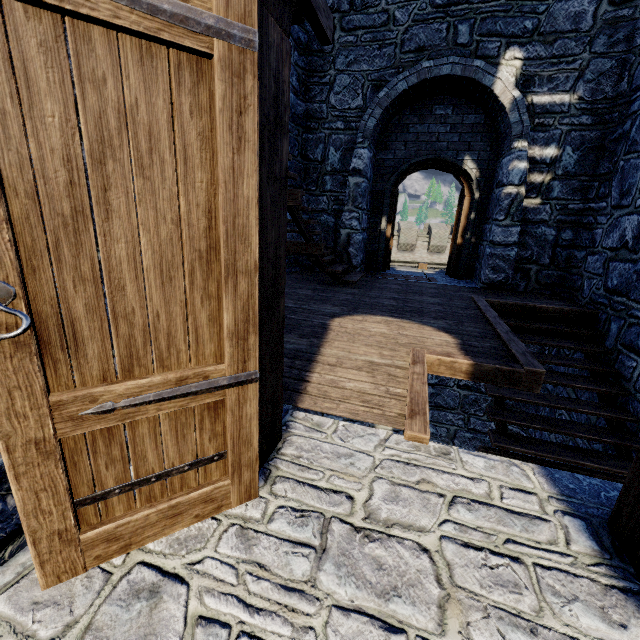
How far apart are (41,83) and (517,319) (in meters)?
6.51
